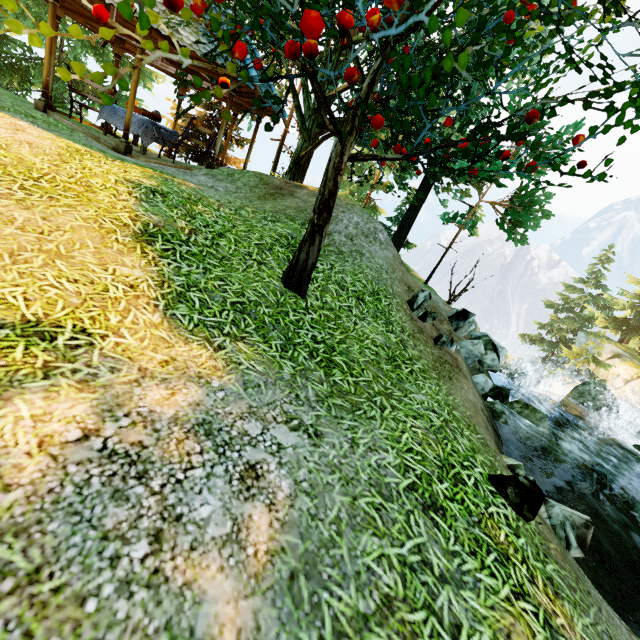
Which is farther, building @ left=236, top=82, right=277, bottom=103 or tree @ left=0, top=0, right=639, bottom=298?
building @ left=236, top=82, right=277, bottom=103

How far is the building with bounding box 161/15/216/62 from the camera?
7.0 meters

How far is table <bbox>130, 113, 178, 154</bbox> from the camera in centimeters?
916cm

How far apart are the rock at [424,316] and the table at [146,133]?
8.70m

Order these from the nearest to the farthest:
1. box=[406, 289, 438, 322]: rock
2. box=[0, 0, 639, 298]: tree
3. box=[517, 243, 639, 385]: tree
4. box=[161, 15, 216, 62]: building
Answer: box=[0, 0, 639, 298]: tree, box=[406, 289, 438, 322]: rock, box=[161, 15, 216, 62]: building, box=[517, 243, 639, 385]: tree

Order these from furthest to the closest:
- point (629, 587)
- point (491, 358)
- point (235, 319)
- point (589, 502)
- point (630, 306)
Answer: point (630, 306) → point (491, 358) → point (589, 502) → point (629, 587) → point (235, 319)

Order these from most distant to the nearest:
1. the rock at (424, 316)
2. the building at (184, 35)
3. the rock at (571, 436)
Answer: the rock at (571, 436) < the building at (184, 35) < the rock at (424, 316)
